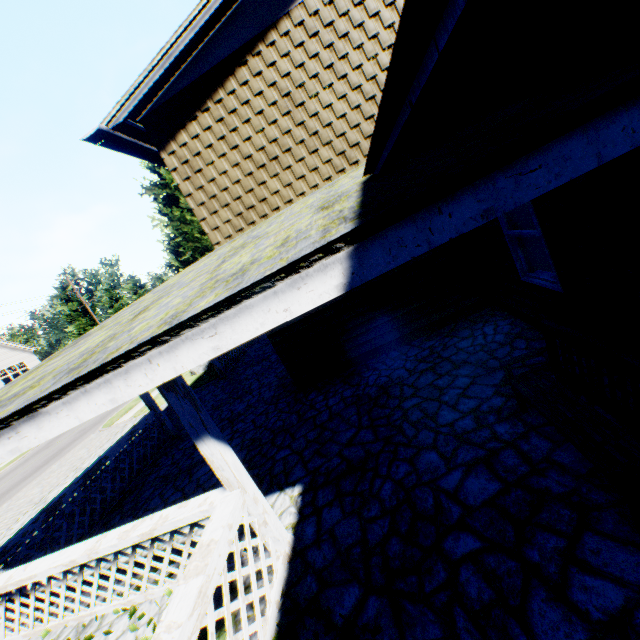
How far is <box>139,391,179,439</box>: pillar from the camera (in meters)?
9.23

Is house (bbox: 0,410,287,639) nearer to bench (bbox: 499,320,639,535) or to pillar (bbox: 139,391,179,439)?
pillar (bbox: 139,391,179,439)

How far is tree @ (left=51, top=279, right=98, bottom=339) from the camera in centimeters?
3372cm

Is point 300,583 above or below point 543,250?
below

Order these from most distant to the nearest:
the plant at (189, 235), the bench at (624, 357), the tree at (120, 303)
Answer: the tree at (120, 303), the plant at (189, 235), the bench at (624, 357)

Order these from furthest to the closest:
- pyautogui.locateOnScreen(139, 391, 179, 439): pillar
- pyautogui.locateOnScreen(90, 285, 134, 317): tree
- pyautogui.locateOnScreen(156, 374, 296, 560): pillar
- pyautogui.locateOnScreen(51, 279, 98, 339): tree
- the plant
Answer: pyautogui.locateOnScreen(90, 285, 134, 317): tree → pyautogui.locateOnScreen(51, 279, 98, 339): tree → the plant → pyautogui.locateOnScreen(139, 391, 179, 439): pillar → pyautogui.locateOnScreen(156, 374, 296, 560): pillar

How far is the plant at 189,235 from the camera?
18.2 meters

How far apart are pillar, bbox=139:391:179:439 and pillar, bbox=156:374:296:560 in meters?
6.8
